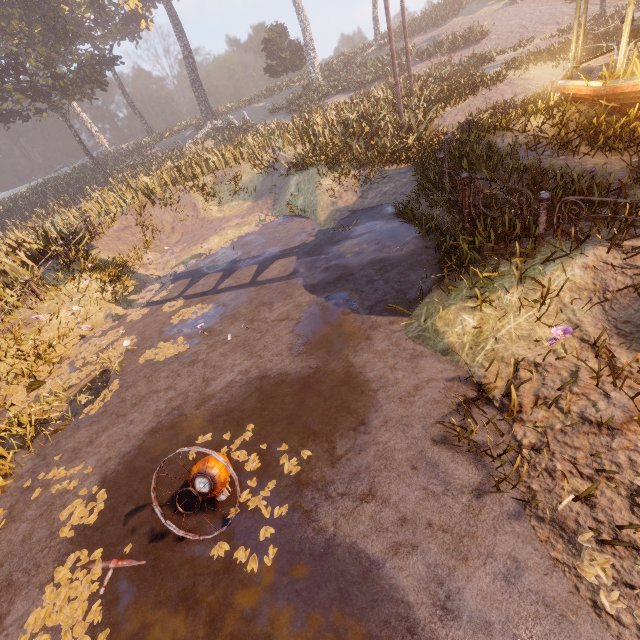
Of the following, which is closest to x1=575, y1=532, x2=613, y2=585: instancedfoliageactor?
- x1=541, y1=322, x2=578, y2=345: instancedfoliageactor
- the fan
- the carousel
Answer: x1=541, y1=322, x2=578, y2=345: instancedfoliageactor

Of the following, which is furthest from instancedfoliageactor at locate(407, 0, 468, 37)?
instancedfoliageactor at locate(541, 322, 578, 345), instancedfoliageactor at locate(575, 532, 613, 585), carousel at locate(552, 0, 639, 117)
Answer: instancedfoliageactor at locate(575, 532, 613, 585)

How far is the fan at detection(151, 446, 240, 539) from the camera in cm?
349

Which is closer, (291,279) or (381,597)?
(381,597)

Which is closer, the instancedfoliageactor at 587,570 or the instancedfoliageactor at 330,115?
the instancedfoliageactor at 587,570

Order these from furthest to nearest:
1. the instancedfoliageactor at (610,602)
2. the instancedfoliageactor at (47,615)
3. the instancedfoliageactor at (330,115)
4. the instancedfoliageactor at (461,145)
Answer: Result:
the instancedfoliageactor at (330,115)
the instancedfoliageactor at (461,145)
the instancedfoliageactor at (47,615)
the instancedfoliageactor at (610,602)

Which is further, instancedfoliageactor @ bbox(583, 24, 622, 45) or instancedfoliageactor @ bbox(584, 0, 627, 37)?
instancedfoliageactor @ bbox(584, 0, 627, 37)

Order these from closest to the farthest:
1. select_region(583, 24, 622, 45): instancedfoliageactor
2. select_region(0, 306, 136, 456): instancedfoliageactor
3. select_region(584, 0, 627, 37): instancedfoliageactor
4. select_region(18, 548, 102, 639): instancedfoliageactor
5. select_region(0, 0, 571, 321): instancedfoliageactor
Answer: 1. select_region(18, 548, 102, 639): instancedfoliageactor
2. select_region(0, 306, 136, 456): instancedfoliageactor
3. select_region(0, 0, 571, 321): instancedfoliageactor
4. select_region(583, 24, 622, 45): instancedfoliageactor
5. select_region(584, 0, 627, 37): instancedfoliageactor
